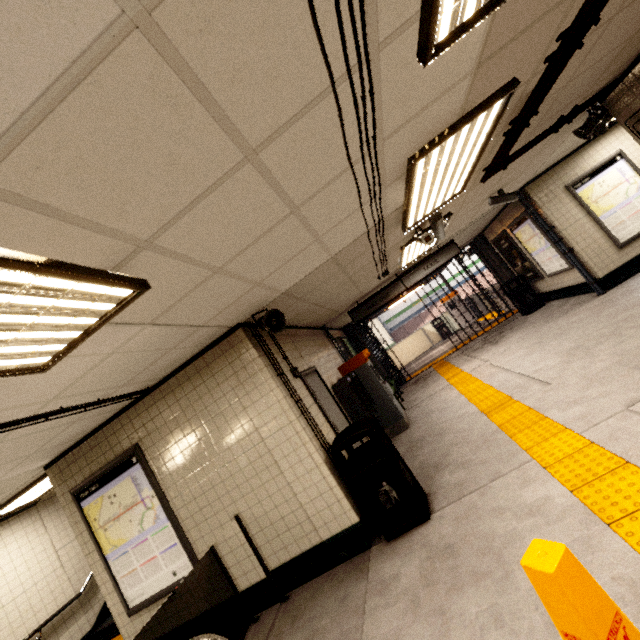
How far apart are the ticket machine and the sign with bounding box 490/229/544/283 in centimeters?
549cm

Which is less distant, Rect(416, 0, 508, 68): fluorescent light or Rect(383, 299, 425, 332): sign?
Rect(416, 0, 508, 68): fluorescent light

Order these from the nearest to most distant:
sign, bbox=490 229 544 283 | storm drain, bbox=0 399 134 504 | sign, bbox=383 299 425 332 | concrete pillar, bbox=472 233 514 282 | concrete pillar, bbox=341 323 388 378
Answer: storm drain, bbox=0 399 134 504 → sign, bbox=490 229 544 283 → concrete pillar, bbox=472 233 514 282 → concrete pillar, bbox=341 323 388 378 → sign, bbox=383 299 425 332

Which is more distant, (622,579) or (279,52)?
(622,579)

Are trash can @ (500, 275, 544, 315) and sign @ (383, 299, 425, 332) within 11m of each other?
no

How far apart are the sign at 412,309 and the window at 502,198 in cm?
1996

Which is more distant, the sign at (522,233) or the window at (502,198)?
the sign at (522,233)

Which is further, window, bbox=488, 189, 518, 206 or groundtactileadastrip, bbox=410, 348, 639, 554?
window, bbox=488, 189, 518, 206
